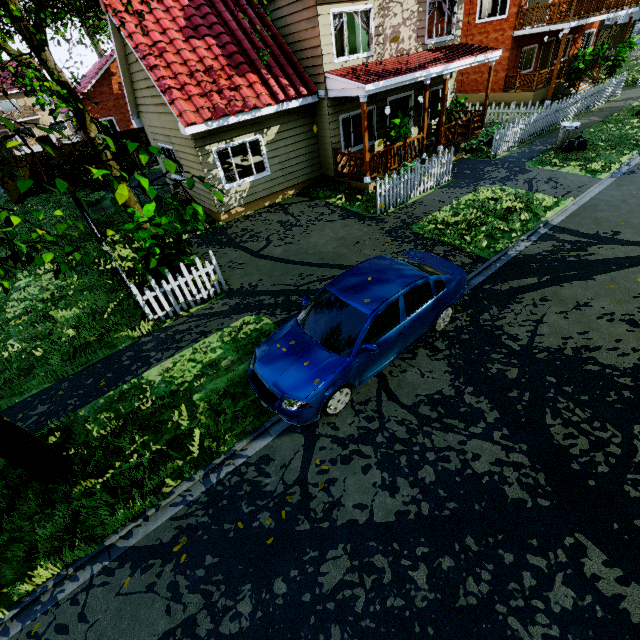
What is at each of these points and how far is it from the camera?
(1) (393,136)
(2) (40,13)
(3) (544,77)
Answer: (1) plant, 12.7m
(2) tree, 4.3m
(3) wooden rail, 19.9m

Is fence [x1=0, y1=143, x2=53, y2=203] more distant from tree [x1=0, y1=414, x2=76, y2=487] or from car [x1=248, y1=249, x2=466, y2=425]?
car [x1=248, y1=249, x2=466, y2=425]

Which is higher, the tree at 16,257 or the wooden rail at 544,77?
the tree at 16,257

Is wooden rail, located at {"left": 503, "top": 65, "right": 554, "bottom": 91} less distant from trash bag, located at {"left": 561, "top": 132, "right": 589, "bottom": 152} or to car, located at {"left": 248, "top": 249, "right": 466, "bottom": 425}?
trash bag, located at {"left": 561, "top": 132, "right": 589, "bottom": 152}

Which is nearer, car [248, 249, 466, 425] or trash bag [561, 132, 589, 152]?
car [248, 249, 466, 425]

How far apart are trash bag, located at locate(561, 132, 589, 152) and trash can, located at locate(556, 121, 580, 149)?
0.0 meters

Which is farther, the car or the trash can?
the trash can

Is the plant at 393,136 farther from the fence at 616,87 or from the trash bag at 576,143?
the trash bag at 576,143
